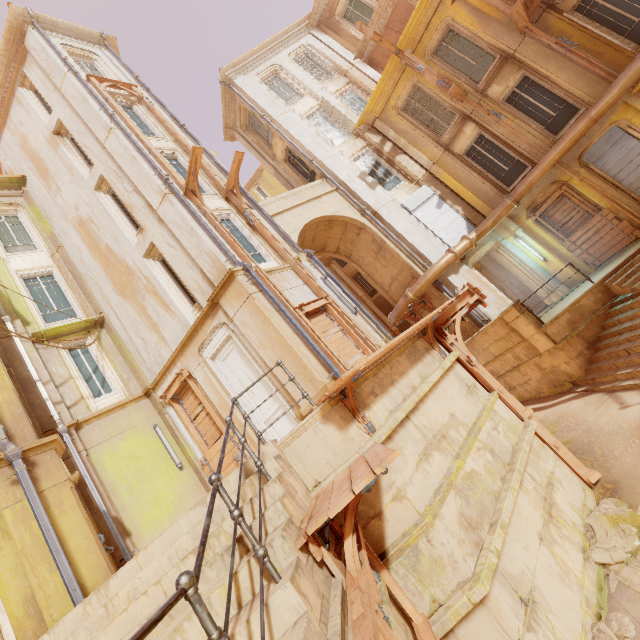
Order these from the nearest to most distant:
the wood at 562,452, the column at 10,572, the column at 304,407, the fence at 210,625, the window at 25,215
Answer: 1. the fence at 210,625
2. the column at 10,572
3. the wood at 562,452
4. the column at 304,407
5. the window at 25,215

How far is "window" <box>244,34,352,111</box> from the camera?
17.4m

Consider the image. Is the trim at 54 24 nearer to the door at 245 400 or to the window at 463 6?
the window at 463 6

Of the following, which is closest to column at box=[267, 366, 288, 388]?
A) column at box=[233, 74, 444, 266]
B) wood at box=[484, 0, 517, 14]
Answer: column at box=[233, 74, 444, 266]

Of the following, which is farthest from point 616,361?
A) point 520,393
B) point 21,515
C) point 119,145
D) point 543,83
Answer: point 119,145

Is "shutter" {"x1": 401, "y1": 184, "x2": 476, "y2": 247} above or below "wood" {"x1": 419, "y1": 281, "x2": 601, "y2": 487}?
above

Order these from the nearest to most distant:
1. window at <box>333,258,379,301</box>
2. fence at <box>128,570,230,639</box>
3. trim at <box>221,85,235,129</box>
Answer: fence at <box>128,570,230,639</box>, trim at <box>221,85,235,129</box>, window at <box>333,258,379,301</box>

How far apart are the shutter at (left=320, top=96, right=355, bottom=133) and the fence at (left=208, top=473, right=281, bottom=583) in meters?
17.5
